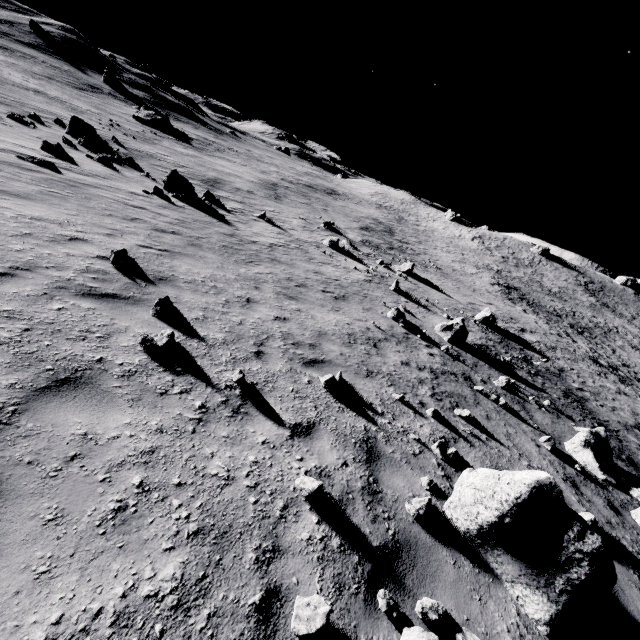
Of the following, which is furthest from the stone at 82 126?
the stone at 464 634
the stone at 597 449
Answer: the stone at 597 449

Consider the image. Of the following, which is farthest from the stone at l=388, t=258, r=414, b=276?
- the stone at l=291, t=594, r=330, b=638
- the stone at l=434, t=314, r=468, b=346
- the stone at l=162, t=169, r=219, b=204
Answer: the stone at l=291, t=594, r=330, b=638

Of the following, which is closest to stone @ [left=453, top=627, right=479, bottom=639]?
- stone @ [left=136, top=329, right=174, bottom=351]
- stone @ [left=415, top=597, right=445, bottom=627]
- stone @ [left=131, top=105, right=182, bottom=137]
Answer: stone @ [left=415, top=597, right=445, bottom=627]

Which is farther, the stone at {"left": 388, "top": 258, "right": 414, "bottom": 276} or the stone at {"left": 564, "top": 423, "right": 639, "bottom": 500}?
the stone at {"left": 388, "top": 258, "right": 414, "bottom": 276}

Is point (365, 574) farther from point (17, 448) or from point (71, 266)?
point (71, 266)

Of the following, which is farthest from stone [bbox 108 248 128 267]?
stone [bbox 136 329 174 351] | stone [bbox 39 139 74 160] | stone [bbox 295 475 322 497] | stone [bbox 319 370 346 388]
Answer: stone [bbox 39 139 74 160]

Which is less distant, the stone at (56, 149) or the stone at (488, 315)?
the stone at (56, 149)

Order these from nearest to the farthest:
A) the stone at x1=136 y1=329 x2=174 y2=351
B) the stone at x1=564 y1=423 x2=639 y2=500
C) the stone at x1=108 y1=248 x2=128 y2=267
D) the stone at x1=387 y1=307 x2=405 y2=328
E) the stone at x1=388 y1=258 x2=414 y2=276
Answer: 1. the stone at x1=136 y1=329 x2=174 y2=351
2. the stone at x1=108 y1=248 x2=128 y2=267
3. the stone at x1=564 y1=423 x2=639 y2=500
4. the stone at x1=387 y1=307 x2=405 y2=328
5. the stone at x1=388 y1=258 x2=414 y2=276
